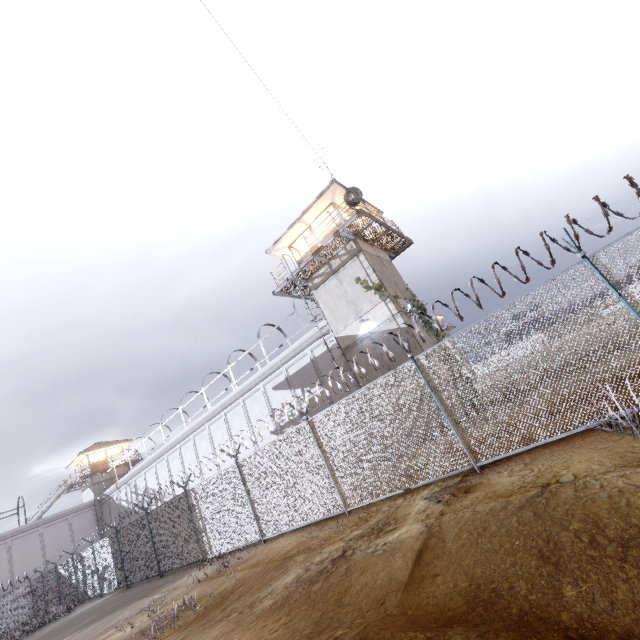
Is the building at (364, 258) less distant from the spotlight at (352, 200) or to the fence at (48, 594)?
Result: the spotlight at (352, 200)

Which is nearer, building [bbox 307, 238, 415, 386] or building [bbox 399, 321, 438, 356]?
building [bbox 399, 321, 438, 356]

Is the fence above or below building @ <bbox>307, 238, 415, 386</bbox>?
below

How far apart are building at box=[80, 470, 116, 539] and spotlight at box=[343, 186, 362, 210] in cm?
4517

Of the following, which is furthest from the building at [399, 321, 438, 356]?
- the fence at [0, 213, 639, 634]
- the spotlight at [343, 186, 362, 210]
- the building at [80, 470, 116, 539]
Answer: the building at [80, 470, 116, 539]

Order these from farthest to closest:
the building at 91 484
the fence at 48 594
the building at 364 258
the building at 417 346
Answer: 1. the building at 91 484
2. the building at 364 258
3. the building at 417 346
4. the fence at 48 594

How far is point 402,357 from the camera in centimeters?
1586cm

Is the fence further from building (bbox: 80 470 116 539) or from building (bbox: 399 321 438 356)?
building (bbox: 80 470 116 539)
